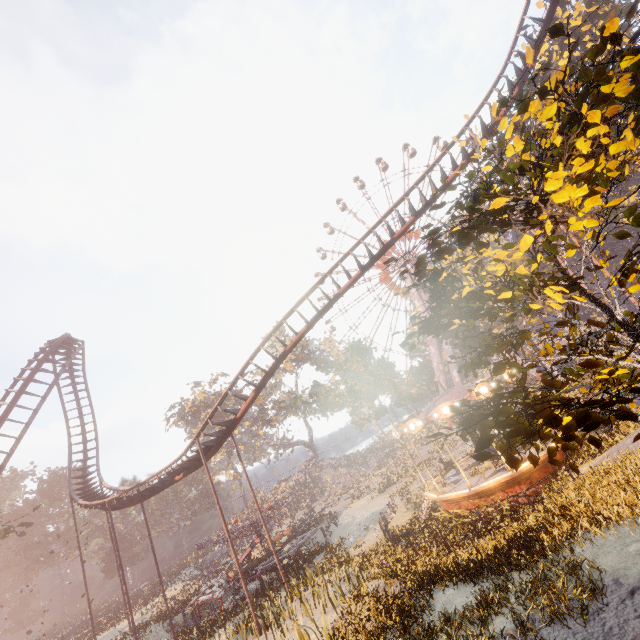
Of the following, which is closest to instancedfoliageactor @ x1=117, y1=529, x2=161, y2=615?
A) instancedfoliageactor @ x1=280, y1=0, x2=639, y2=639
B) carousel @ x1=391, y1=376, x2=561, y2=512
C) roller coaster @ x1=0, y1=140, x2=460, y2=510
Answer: roller coaster @ x1=0, y1=140, x2=460, y2=510

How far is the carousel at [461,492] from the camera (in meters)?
14.21

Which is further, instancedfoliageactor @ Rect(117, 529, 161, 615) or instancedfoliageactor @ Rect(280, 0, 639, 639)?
instancedfoliageactor @ Rect(117, 529, 161, 615)

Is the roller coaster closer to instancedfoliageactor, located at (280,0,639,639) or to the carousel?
instancedfoliageactor, located at (280,0,639,639)

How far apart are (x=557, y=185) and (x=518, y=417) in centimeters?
253cm

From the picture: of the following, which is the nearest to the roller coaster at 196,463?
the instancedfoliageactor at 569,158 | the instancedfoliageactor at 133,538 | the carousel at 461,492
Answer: the instancedfoliageactor at 569,158

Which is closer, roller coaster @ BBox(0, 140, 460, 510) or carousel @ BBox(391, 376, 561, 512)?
carousel @ BBox(391, 376, 561, 512)

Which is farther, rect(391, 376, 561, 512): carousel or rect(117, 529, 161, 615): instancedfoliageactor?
rect(117, 529, 161, 615): instancedfoliageactor
